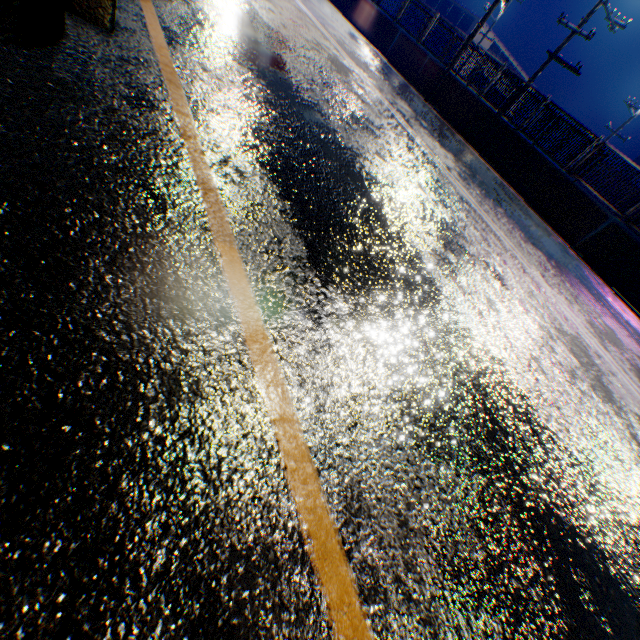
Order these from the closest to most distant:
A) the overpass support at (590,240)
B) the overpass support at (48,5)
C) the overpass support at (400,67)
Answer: the overpass support at (48,5), the overpass support at (590,240), the overpass support at (400,67)

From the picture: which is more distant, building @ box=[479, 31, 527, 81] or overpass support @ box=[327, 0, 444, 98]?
building @ box=[479, 31, 527, 81]

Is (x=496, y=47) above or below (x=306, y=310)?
above

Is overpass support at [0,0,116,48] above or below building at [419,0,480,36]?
below

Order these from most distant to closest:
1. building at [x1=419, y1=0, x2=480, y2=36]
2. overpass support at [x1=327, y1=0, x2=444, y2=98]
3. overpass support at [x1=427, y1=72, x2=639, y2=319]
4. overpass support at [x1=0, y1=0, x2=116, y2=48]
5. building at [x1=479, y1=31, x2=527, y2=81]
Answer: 1. building at [x1=479, y1=31, x2=527, y2=81]
2. building at [x1=419, y1=0, x2=480, y2=36]
3. overpass support at [x1=327, y1=0, x2=444, y2=98]
4. overpass support at [x1=427, y1=72, x2=639, y2=319]
5. overpass support at [x1=0, y1=0, x2=116, y2=48]

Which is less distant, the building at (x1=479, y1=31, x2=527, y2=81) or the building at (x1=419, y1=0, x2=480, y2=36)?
the building at (x1=419, y1=0, x2=480, y2=36)

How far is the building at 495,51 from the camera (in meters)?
41.91
